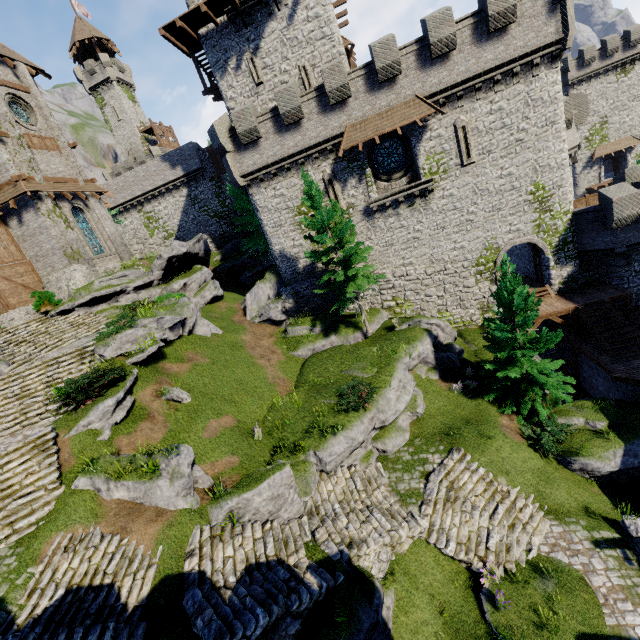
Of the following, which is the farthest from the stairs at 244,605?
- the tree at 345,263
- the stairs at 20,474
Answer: the tree at 345,263

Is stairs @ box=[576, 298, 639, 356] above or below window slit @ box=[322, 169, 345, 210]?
below

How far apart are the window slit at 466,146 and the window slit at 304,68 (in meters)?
11.01

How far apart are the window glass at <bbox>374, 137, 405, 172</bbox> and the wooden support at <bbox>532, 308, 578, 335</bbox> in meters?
12.5

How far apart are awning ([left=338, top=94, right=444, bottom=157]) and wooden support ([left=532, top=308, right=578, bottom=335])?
13.1 meters

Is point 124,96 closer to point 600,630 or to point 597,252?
point 597,252

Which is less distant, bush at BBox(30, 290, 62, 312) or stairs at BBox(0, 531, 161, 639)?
stairs at BBox(0, 531, 161, 639)

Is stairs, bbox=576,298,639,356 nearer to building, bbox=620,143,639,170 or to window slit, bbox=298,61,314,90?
window slit, bbox=298,61,314,90
